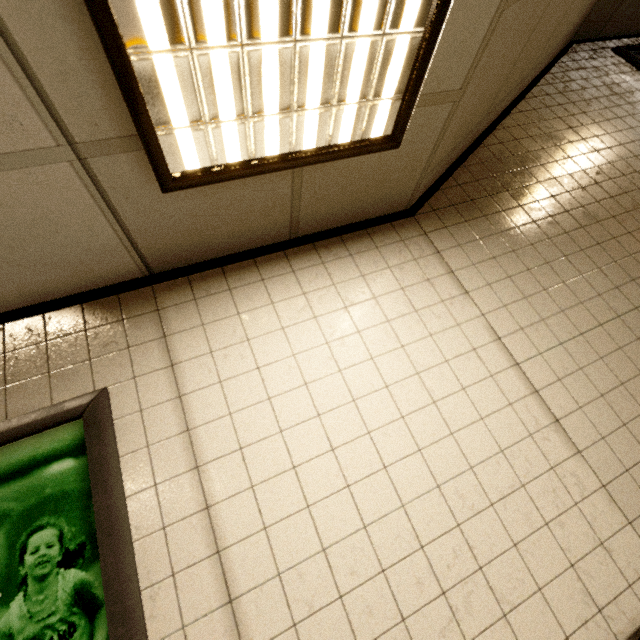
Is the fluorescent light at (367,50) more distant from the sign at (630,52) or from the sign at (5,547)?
the sign at (630,52)

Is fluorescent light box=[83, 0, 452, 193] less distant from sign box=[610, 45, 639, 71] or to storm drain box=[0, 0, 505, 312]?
Answer: storm drain box=[0, 0, 505, 312]

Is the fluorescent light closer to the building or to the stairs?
the stairs

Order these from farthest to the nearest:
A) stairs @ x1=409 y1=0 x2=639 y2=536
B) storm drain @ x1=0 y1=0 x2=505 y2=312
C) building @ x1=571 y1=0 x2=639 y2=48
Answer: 1. building @ x1=571 y1=0 x2=639 y2=48
2. stairs @ x1=409 y1=0 x2=639 y2=536
3. storm drain @ x1=0 y1=0 x2=505 y2=312

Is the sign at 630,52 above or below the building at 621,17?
below

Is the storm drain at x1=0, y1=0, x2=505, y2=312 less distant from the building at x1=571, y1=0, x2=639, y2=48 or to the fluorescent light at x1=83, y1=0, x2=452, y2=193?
the fluorescent light at x1=83, y1=0, x2=452, y2=193

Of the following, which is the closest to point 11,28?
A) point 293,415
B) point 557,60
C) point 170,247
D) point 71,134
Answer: point 71,134

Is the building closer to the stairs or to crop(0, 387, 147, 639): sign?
the stairs
